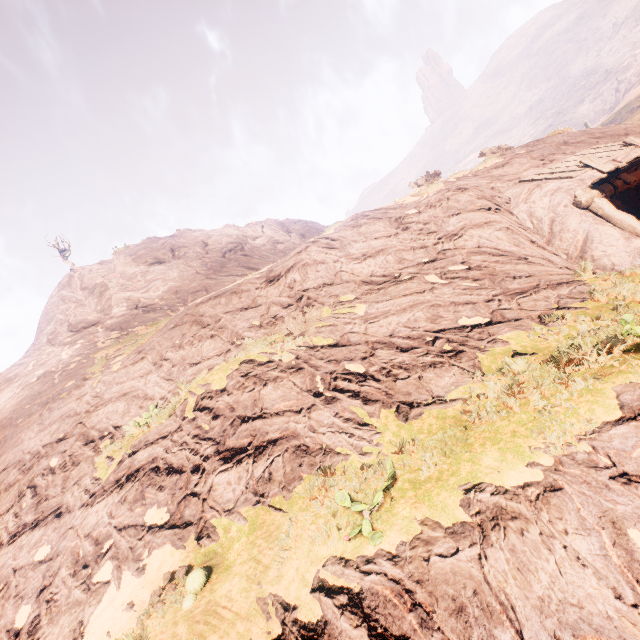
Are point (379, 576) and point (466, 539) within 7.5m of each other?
yes
